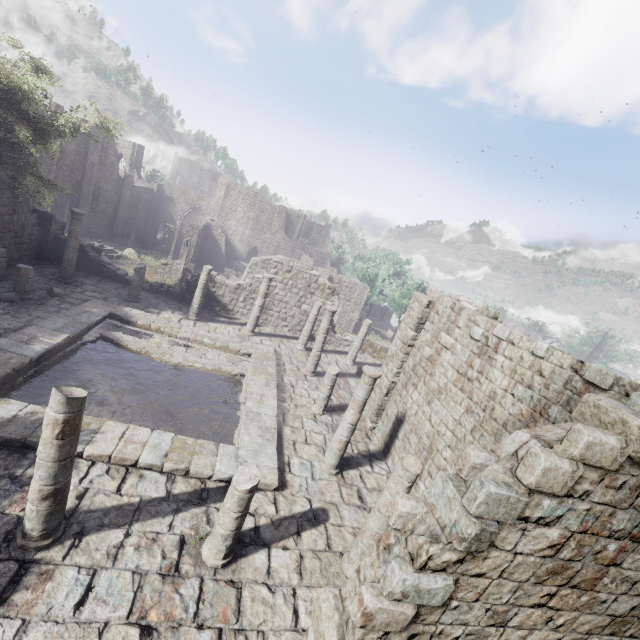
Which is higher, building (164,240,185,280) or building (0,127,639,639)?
building (0,127,639,639)

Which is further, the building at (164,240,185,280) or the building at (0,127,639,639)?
the building at (164,240,185,280)

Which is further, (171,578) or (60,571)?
(171,578)

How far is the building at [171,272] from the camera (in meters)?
31.28

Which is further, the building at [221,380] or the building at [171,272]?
the building at [171,272]

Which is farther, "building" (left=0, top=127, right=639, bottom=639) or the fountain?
the fountain

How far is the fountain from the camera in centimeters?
3133cm

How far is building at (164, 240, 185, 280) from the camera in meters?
31.3 m
